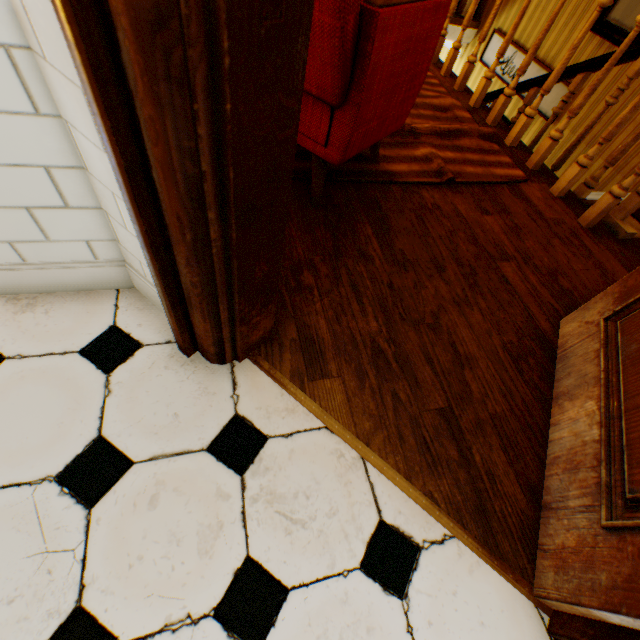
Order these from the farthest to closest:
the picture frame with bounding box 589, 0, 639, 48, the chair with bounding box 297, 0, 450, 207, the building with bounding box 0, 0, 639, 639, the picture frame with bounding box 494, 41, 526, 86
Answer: the picture frame with bounding box 494, 41, 526, 86
the picture frame with bounding box 589, 0, 639, 48
the chair with bounding box 297, 0, 450, 207
the building with bounding box 0, 0, 639, 639

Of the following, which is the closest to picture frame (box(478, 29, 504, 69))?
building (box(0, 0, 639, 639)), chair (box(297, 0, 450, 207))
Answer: building (box(0, 0, 639, 639))

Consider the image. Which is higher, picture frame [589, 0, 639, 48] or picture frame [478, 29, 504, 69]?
picture frame [589, 0, 639, 48]

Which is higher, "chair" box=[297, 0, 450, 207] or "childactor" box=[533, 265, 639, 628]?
"chair" box=[297, 0, 450, 207]

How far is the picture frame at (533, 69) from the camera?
4.28m

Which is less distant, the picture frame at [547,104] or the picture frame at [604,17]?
the picture frame at [604,17]

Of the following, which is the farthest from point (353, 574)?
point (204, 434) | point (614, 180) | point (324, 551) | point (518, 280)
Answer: point (614, 180)

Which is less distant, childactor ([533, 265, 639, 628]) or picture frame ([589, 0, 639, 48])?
childactor ([533, 265, 639, 628])
